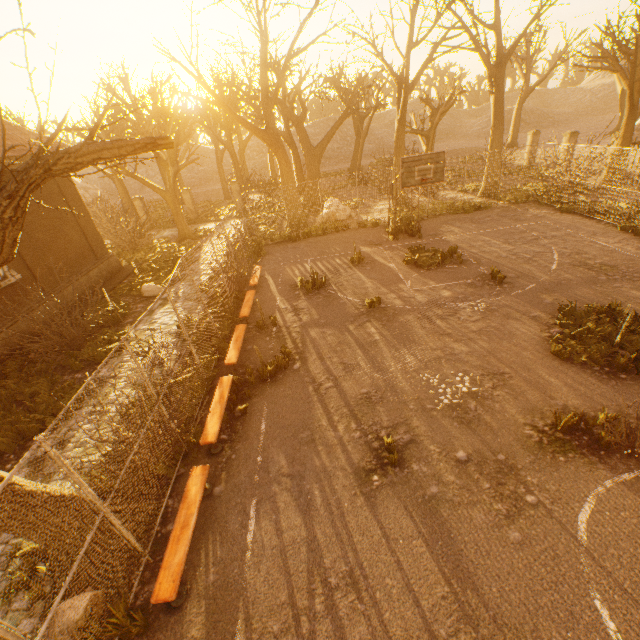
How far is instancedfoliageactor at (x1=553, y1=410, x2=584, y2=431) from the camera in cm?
582

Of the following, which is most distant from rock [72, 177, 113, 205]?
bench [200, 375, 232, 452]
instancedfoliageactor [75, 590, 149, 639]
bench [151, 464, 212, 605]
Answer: instancedfoliageactor [75, 590, 149, 639]

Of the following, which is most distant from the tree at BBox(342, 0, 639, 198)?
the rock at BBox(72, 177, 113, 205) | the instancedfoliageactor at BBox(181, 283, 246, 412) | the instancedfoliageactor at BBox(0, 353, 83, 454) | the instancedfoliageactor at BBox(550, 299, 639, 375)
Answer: the rock at BBox(72, 177, 113, 205)

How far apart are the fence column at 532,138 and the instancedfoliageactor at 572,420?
27.78m

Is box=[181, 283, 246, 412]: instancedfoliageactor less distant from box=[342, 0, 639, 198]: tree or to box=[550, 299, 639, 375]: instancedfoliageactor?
box=[342, 0, 639, 198]: tree

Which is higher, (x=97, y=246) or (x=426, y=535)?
(x=97, y=246)

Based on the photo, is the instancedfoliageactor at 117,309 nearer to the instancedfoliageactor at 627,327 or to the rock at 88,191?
the instancedfoliageactor at 627,327

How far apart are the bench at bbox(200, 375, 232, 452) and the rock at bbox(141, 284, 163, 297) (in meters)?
8.15
